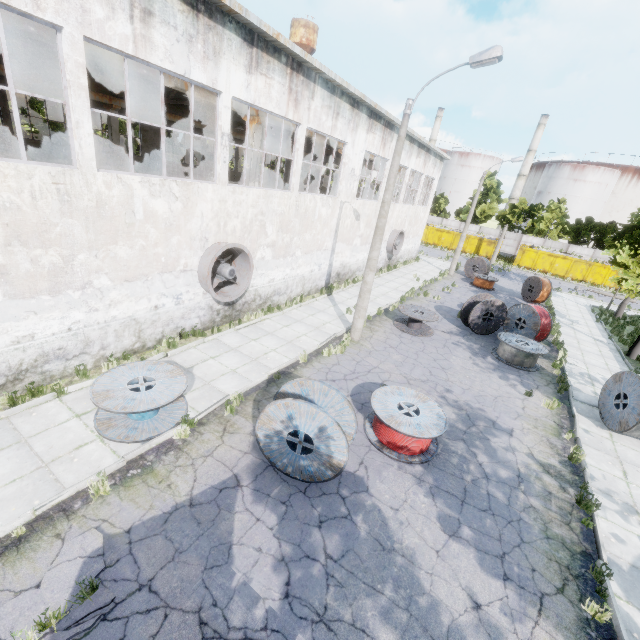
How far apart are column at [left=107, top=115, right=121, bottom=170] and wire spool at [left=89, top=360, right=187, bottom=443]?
19.02m

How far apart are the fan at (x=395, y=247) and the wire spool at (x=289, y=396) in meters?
20.5 m

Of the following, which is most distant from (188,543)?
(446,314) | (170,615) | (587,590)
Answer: (446,314)

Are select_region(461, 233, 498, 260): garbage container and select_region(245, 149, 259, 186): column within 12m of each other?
no

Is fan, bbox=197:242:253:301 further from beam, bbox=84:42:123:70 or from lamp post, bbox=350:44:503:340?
beam, bbox=84:42:123:70

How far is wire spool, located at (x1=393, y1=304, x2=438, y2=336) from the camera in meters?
15.5

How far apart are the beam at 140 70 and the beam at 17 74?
11.8 meters

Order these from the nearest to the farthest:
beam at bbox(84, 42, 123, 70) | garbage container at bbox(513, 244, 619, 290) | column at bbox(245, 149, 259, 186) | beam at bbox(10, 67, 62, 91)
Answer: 1. beam at bbox(84, 42, 123, 70)
2. column at bbox(245, 149, 259, 186)
3. beam at bbox(10, 67, 62, 91)
4. garbage container at bbox(513, 244, 619, 290)
